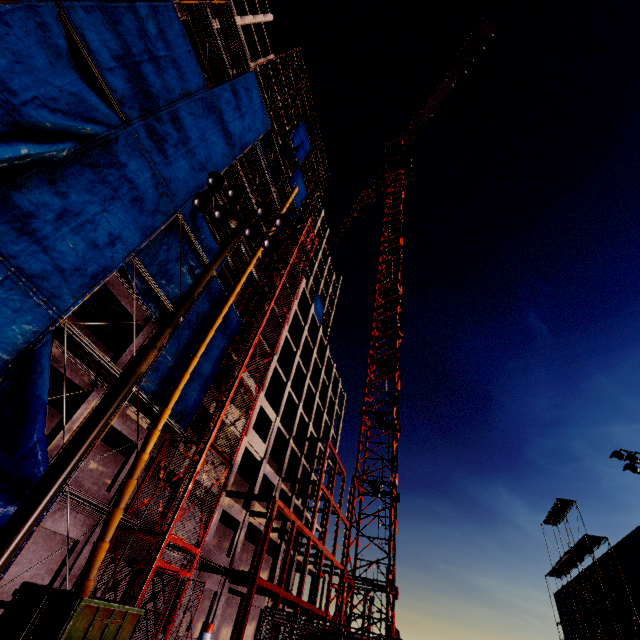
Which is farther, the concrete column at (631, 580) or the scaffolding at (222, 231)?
the concrete column at (631, 580)

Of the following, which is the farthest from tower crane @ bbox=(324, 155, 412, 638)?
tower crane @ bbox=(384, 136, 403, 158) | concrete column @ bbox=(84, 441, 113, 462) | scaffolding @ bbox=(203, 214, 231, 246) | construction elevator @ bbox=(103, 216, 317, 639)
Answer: tower crane @ bbox=(384, 136, 403, 158)

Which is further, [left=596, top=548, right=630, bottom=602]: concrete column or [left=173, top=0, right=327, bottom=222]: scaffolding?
[left=596, top=548, right=630, bottom=602]: concrete column

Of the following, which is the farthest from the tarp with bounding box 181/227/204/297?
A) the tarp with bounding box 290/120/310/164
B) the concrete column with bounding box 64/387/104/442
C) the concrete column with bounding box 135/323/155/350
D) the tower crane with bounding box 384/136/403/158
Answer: the tower crane with bounding box 384/136/403/158

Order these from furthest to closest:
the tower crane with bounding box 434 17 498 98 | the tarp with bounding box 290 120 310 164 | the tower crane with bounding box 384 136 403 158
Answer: the tower crane with bounding box 384 136 403 158 < the tower crane with bounding box 434 17 498 98 < the tarp with bounding box 290 120 310 164

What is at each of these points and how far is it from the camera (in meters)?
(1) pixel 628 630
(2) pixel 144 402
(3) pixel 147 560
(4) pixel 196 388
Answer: (1) concrete column, 24.03
(2) scaffolding, 14.45
(3) construction elevator, 13.88
(4) tarp, 16.97

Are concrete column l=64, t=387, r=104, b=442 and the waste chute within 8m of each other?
yes

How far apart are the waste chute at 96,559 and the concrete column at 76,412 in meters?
2.2 m
